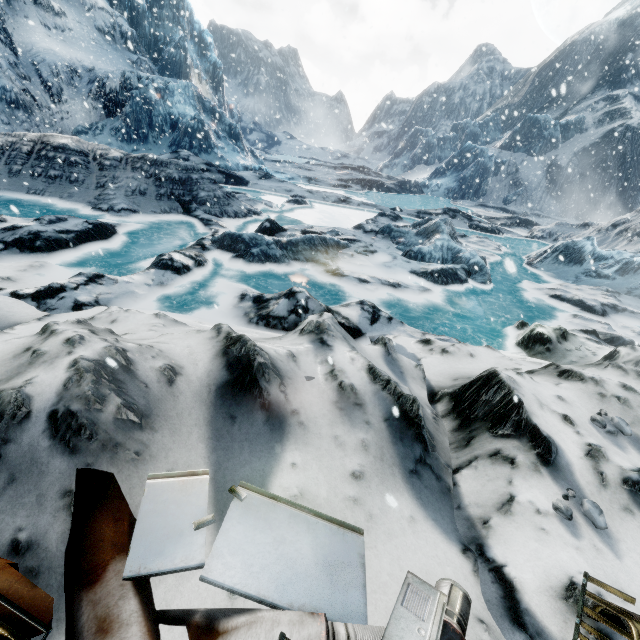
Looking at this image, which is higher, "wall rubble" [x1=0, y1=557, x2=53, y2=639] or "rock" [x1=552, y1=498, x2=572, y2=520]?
"wall rubble" [x1=0, y1=557, x2=53, y2=639]

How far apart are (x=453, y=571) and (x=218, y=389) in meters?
2.1 m

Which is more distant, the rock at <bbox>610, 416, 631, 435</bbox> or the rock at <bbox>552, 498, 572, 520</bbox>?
the rock at <bbox>610, 416, 631, 435</bbox>

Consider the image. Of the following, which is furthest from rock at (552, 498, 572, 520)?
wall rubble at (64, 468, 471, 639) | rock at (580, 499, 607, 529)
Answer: wall rubble at (64, 468, 471, 639)

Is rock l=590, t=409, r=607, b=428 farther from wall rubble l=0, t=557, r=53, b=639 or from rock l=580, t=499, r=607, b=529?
wall rubble l=0, t=557, r=53, b=639

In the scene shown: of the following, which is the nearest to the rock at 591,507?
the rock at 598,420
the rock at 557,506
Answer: the rock at 557,506

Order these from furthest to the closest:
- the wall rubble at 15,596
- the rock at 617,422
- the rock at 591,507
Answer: the rock at 617,422
the rock at 591,507
the wall rubble at 15,596
